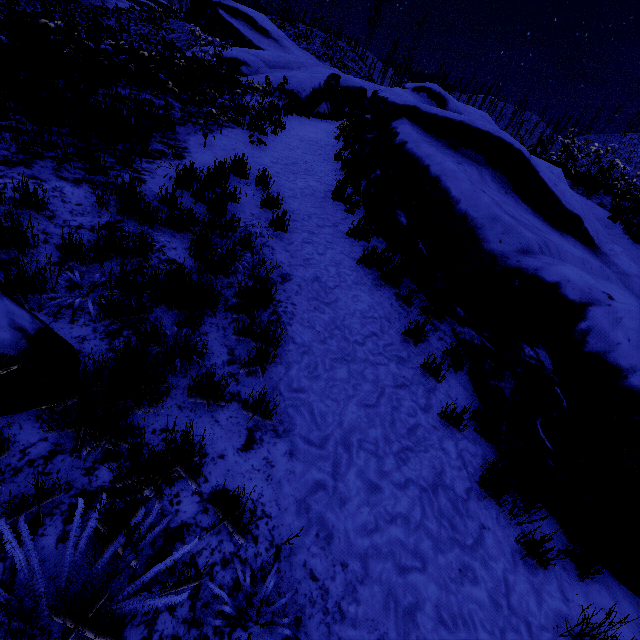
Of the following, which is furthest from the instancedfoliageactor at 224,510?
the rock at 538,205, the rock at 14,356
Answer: the rock at 538,205

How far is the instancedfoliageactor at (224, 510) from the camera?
2.0m

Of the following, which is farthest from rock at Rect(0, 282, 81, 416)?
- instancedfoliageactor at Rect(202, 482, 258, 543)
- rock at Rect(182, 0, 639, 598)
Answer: rock at Rect(182, 0, 639, 598)

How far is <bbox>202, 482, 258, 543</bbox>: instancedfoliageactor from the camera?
2.0 meters

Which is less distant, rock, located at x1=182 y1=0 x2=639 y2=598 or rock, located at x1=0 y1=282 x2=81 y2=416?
rock, located at x1=0 y1=282 x2=81 y2=416

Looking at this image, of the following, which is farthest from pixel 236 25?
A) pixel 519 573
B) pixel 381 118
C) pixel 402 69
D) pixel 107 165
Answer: pixel 519 573

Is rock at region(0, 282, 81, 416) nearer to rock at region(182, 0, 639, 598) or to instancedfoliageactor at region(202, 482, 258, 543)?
instancedfoliageactor at region(202, 482, 258, 543)
